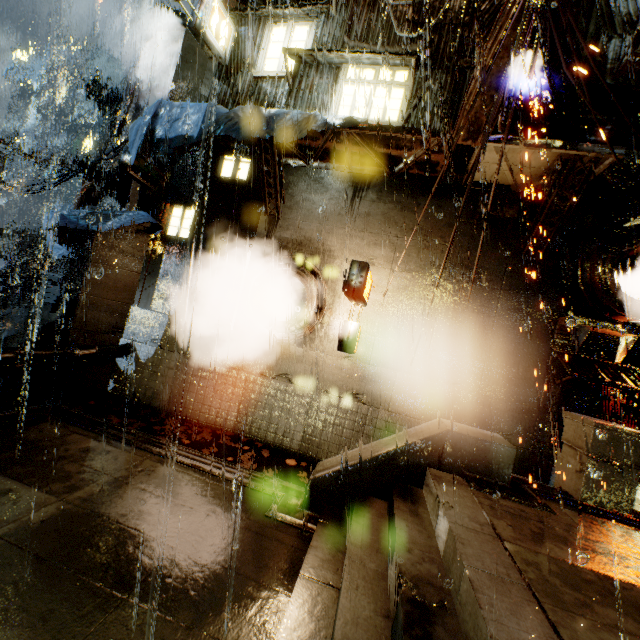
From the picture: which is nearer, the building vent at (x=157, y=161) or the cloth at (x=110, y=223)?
the cloth at (x=110, y=223)

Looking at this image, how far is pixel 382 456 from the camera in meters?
5.8

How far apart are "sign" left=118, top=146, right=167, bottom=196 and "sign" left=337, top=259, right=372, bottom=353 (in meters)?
6.82

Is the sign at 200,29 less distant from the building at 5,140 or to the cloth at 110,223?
the building at 5,140

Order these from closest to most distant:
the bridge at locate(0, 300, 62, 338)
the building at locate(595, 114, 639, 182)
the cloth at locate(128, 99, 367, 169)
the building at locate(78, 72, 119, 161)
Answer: the building at locate(595, 114, 639, 182), the cloth at locate(128, 99, 367, 169), the bridge at locate(0, 300, 62, 338), the building at locate(78, 72, 119, 161)

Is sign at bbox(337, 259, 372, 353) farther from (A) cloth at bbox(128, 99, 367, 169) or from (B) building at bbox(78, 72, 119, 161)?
(A) cloth at bbox(128, 99, 367, 169)

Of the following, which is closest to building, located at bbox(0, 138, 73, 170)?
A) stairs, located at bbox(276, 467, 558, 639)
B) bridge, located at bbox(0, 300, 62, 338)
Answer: → bridge, located at bbox(0, 300, 62, 338)

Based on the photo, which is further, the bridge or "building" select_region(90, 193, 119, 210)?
"building" select_region(90, 193, 119, 210)
